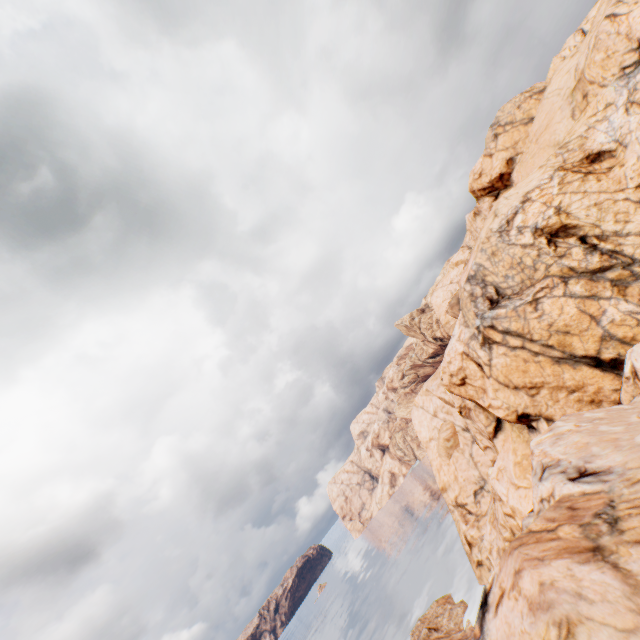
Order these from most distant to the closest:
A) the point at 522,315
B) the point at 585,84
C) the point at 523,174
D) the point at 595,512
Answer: the point at 523,174 < the point at 585,84 < the point at 522,315 < the point at 595,512
